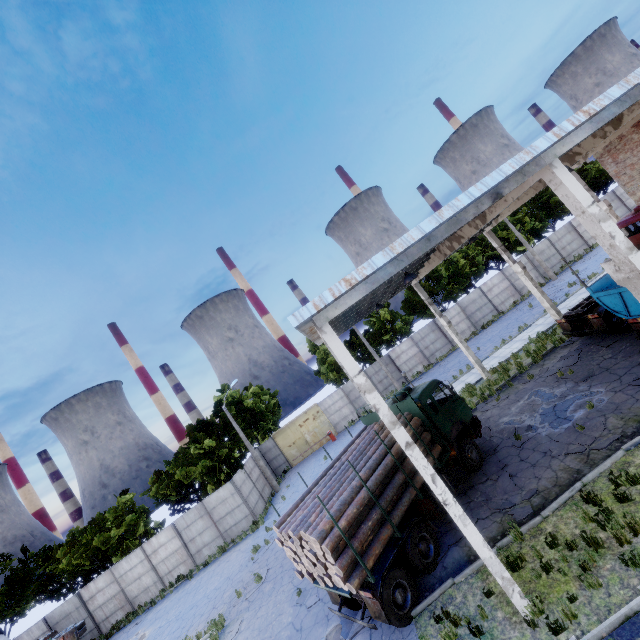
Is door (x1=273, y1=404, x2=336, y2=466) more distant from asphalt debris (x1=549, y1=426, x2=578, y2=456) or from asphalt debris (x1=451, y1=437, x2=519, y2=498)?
asphalt debris (x1=549, y1=426, x2=578, y2=456)

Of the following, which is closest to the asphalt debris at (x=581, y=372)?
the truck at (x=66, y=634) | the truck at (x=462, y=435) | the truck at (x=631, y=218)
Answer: the truck at (x=631, y=218)

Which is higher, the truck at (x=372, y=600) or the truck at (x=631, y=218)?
the truck at (x=631, y=218)

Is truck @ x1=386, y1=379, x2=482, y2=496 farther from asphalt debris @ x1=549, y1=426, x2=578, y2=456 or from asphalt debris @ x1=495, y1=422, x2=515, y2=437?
asphalt debris @ x1=549, y1=426, x2=578, y2=456

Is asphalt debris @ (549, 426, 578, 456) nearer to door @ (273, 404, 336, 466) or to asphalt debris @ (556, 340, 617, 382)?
asphalt debris @ (556, 340, 617, 382)

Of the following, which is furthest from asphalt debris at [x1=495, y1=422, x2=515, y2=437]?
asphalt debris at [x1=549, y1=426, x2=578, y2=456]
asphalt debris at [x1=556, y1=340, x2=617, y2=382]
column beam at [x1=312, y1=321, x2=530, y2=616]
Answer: column beam at [x1=312, y1=321, x2=530, y2=616]

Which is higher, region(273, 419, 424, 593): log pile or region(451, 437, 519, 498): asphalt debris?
region(273, 419, 424, 593): log pile

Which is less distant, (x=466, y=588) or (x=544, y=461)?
(x=466, y=588)
